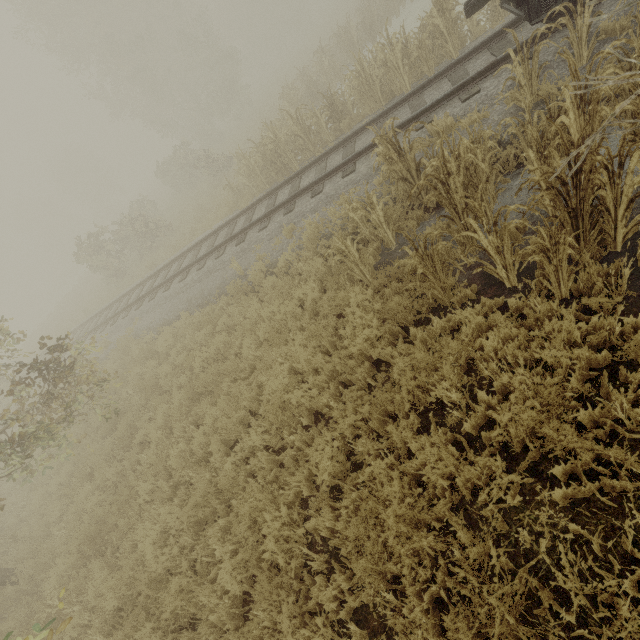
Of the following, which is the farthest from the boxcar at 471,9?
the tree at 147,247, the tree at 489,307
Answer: the tree at 147,247

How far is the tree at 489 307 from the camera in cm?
427

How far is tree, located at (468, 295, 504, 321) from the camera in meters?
4.3 m

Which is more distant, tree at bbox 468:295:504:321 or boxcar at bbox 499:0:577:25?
boxcar at bbox 499:0:577:25

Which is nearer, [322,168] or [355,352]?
[355,352]

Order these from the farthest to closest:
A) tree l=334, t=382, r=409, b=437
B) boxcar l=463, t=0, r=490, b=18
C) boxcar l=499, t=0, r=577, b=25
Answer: boxcar l=463, t=0, r=490, b=18
boxcar l=499, t=0, r=577, b=25
tree l=334, t=382, r=409, b=437

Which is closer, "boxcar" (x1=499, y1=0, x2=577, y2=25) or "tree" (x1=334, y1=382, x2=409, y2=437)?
"tree" (x1=334, y1=382, x2=409, y2=437)
